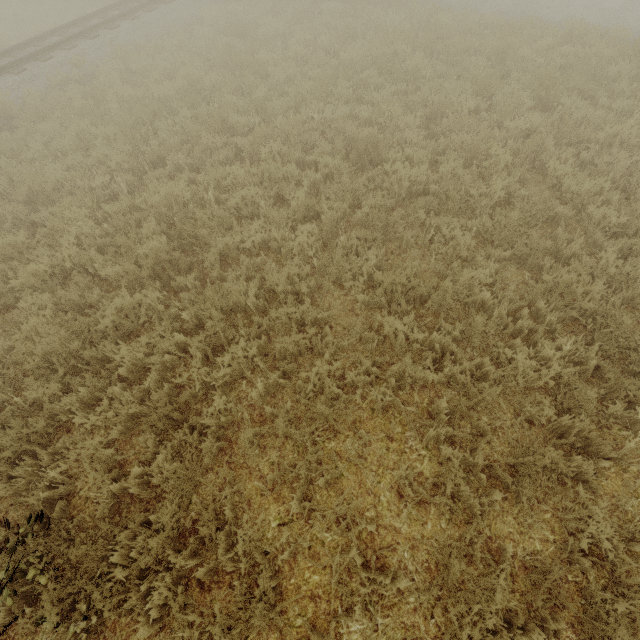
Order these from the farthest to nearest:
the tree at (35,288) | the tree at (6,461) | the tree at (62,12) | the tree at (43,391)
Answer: the tree at (62,12)
the tree at (35,288)
the tree at (43,391)
the tree at (6,461)

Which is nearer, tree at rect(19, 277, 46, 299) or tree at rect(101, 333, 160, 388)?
tree at rect(101, 333, 160, 388)

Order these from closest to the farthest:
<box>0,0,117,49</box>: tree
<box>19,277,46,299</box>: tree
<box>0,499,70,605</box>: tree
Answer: <box>0,499,70,605</box>: tree < <box>19,277,46,299</box>: tree < <box>0,0,117,49</box>: tree

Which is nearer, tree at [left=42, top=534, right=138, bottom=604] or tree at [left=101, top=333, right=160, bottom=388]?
tree at [left=42, top=534, right=138, bottom=604]

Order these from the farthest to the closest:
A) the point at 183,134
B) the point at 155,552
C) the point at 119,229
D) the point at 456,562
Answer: the point at 183,134, the point at 119,229, the point at 155,552, the point at 456,562

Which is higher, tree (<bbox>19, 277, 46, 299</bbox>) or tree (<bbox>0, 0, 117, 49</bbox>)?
tree (<bbox>0, 0, 117, 49</bbox>)

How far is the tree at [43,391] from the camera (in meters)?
4.20
